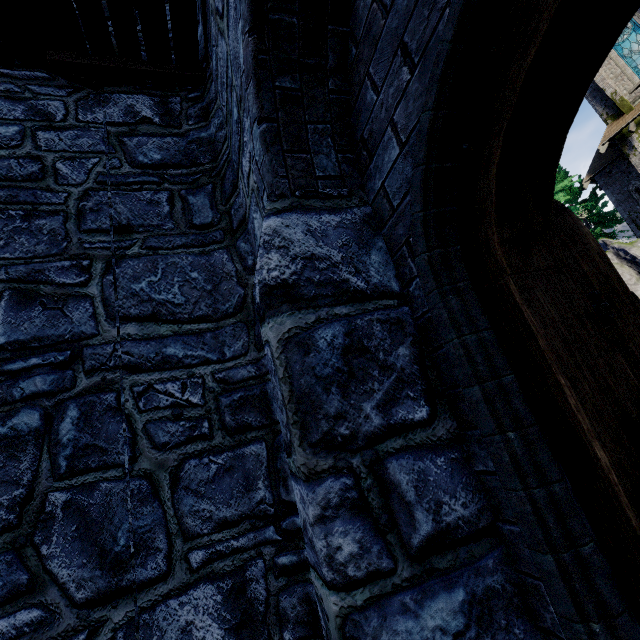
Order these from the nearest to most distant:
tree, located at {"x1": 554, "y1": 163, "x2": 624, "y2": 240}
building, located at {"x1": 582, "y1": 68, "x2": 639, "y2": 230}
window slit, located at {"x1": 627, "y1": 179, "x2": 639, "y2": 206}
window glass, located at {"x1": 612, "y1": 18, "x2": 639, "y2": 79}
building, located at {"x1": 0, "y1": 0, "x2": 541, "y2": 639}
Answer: building, located at {"x1": 0, "y1": 0, "x2": 541, "y2": 639} < window glass, located at {"x1": 612, "y1": 18, "x2": 639, "y2": 79} < building, located at {"x1": 582, "y1": 68, "x2": 639, "y2": 230} < window slit, located at {"x1": 627, "y1": 179, "x2": 639, "y2": 206} < tree, located at {"x1": 554, "y1": 163, "x2": 624, "y2": 240}

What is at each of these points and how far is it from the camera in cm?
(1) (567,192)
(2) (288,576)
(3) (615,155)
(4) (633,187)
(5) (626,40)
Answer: (1) tree, 2502
(2) building, 236
(3) building, 2052
(4) window slit, 2134
(5) window glass, 1858

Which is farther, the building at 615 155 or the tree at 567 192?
the tree at 567 192

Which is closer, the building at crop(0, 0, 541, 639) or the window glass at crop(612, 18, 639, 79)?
the building at crop(0, 0, 541, 639)

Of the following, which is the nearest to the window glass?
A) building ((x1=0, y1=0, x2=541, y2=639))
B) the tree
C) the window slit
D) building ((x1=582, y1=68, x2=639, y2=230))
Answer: building ((x1=582, y1=68, x2=639, y2=230))

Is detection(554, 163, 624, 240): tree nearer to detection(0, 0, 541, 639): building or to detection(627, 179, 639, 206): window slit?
detection(627, 179, 639, 206): window slit

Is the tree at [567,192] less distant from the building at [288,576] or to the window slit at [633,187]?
the window slit at [633,187]

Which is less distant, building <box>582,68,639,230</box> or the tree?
building <box>582,68,639,230</box>
